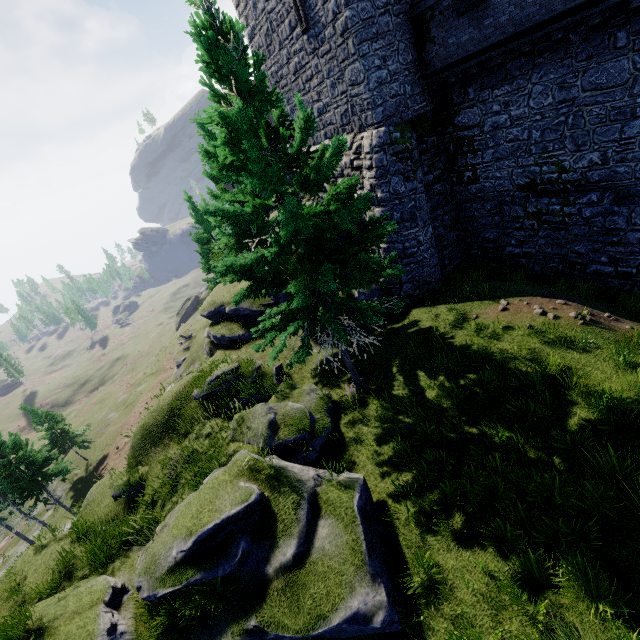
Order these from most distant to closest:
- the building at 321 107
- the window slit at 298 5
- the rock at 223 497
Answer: the window slit at 298 5, the building at 321 107, the rock at 223 497

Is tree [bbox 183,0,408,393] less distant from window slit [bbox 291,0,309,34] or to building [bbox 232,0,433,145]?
building [bbox 232,0,433,145]

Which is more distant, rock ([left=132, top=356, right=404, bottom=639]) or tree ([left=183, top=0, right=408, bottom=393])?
tree ([left=183, top=0, right=408, bottom=393])

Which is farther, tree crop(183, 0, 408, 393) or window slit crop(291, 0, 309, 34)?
window slit crop(291, 0, 309, 34)

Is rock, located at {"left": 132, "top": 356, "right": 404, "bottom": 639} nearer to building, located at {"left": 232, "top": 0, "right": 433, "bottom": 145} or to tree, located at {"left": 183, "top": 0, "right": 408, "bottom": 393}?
tree, located at {"left": 183, "top": 0, "right": 408, "bottom": 393}

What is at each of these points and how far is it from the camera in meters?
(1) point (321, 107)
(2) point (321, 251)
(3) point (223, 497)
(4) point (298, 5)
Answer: (1) building, 17.0 m
(2) tree, 9.5 m
(3) rock, 8.5 m
(4) window slit, 14.3 m

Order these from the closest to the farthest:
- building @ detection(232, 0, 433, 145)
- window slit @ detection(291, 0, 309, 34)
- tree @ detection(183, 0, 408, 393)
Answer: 1. tree @ detection(183, 0, 408, 393)
2. building @ detection(232, 0, 433, 145)
3. window slit @ detection(291, 0, 309, 34)

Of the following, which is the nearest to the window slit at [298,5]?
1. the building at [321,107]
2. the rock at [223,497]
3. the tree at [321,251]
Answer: the building at [321,107]
